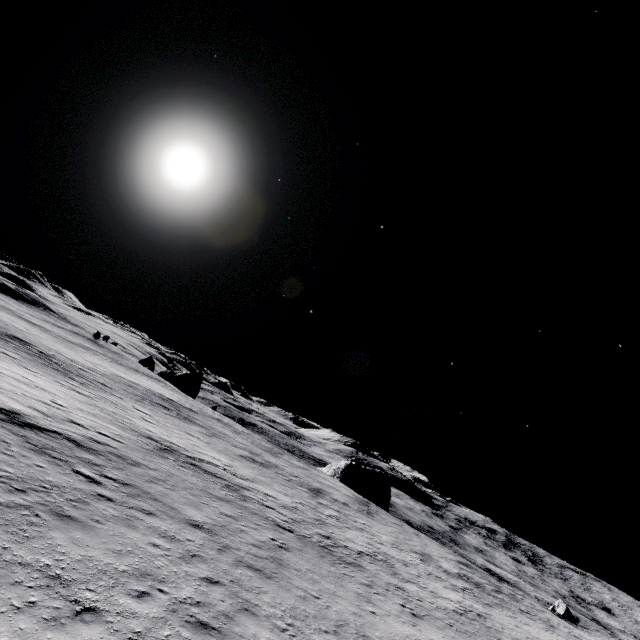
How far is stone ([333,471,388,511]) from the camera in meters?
57.1 m

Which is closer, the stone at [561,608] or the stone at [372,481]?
the stone at [561,608]

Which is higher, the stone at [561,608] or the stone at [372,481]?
the stone at [372,481]

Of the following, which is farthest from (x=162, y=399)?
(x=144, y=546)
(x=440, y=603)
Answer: (x=144, y=546)

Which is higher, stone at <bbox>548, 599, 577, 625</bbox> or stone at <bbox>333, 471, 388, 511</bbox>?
stone at <bbox>333, 471, 388, 511</bbox>

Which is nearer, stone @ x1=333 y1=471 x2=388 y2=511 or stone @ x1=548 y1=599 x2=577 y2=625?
stone @ x1=548 y1=599 x2=577 y2=625

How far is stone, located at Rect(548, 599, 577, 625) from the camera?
49.1m
